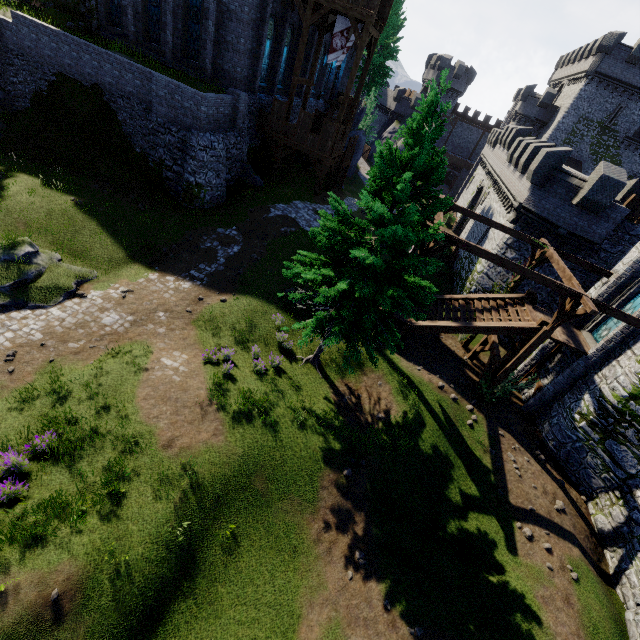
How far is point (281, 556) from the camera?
9.6m

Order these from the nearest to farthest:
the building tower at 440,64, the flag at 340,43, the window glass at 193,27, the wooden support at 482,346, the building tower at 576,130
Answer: the wooden support at 482,346, the window glass at 193,27, the flag at 340,43, the building tower at 576,130, the building tower at 440,64

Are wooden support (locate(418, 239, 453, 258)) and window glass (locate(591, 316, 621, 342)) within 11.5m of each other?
yes

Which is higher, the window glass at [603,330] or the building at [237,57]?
the building at [237,57]

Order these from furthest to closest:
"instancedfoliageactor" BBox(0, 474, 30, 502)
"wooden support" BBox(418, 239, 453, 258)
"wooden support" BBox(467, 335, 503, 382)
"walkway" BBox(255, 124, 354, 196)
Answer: "walkway" BBox(255, 124, 354, 196)
"wooden support" BBox(467, 335, 503, 382)
"wooden support" BBox(418, 239, 453, 258)
"instancedfoliageactor" BBox(0, 474, 30, 502)

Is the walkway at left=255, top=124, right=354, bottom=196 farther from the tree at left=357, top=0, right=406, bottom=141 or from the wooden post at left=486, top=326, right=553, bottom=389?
the wooden post at left=486, top=326, right=553, bottom=389

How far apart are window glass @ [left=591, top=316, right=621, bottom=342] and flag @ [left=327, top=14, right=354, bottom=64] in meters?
22.3 m

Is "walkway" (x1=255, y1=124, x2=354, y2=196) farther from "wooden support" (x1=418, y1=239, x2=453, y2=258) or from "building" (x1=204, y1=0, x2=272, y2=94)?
"wooden support" (x1=418, y1=239, x2=453, y2=258)
